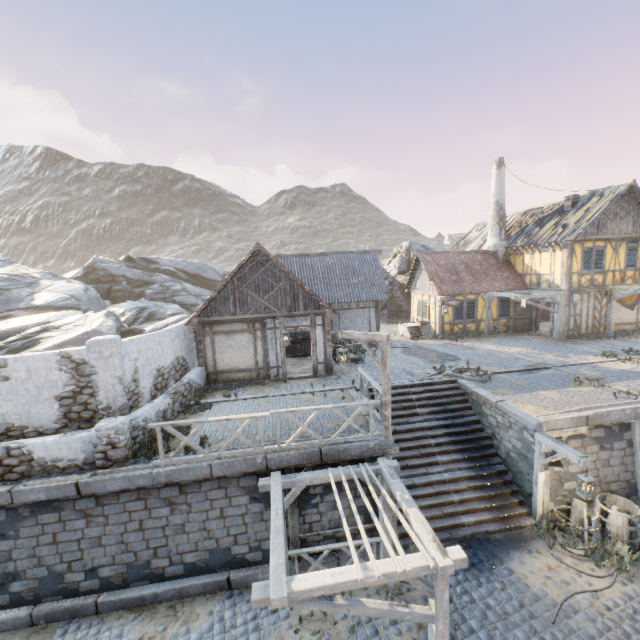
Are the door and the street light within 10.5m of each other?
no

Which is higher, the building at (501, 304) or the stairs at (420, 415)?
the building at (501, 304)

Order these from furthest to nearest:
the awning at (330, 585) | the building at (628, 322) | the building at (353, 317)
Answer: the building at (628, 322), the building at (353, 317), the awning at (330, 585)

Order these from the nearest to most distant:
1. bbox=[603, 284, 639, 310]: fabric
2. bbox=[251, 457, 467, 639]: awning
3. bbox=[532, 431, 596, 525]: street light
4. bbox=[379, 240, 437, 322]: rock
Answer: bbox=[251, 457, 467, 639]: awning, bbox=[532, 431, 596, 525]: street light, bbox=[603, 284, 639, 310]: fabric, bbox=[379, 240, 437, 322]: rock

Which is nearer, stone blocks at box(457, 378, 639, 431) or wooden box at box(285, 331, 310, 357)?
stone blocks at box(457, 378, 639, 431)

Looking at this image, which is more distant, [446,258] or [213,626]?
[446,258]

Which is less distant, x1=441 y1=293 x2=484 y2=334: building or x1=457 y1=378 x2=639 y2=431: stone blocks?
x1=457 y1=378 x2=639 y2=431: stone blocks

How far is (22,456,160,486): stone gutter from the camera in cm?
773
